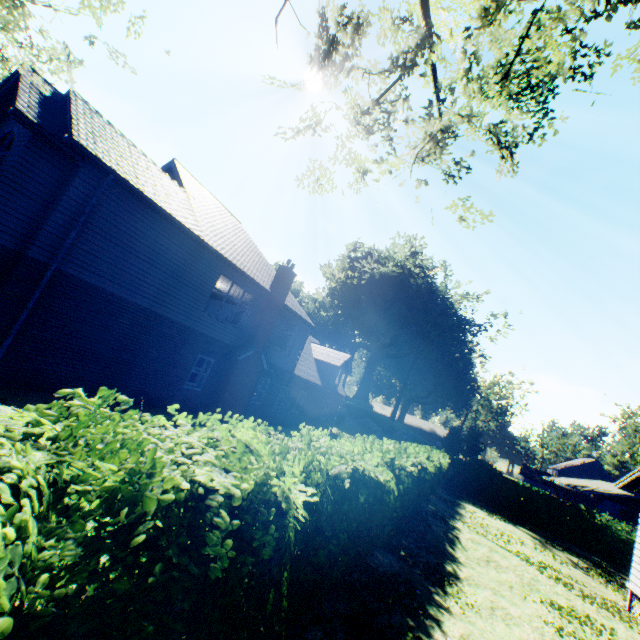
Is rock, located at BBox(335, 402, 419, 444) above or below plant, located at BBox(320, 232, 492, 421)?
below

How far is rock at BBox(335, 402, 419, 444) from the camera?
38.2m

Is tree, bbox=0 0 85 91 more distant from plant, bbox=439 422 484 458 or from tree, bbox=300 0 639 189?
plant, bbox=439 422 484 458

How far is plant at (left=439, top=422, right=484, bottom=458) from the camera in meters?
34.2 m

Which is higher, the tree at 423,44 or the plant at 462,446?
the tree at 423,44

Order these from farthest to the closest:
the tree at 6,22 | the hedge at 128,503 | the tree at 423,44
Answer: the tree at 423,44 < the tree at 6,22 < the hedge at 128,503

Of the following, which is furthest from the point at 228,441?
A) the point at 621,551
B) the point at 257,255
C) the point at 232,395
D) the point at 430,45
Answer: the point at 621,551

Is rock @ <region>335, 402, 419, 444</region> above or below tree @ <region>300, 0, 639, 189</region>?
below
